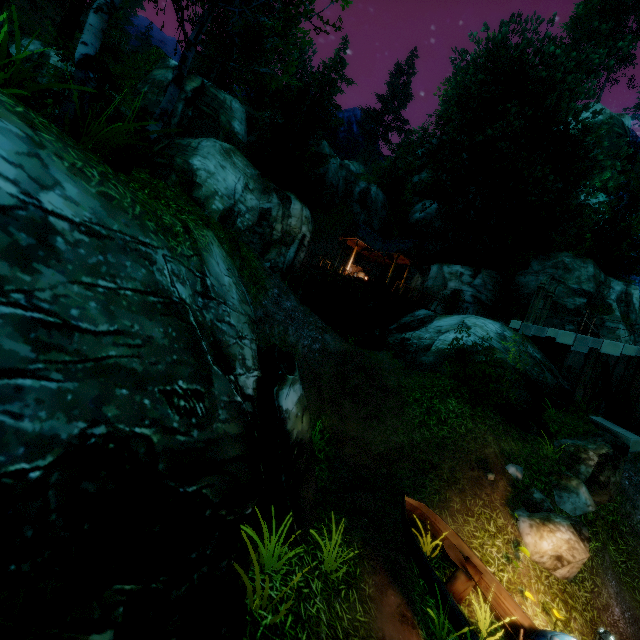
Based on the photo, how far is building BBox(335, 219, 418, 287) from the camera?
24.2 meters

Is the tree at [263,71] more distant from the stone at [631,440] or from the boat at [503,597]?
the stone at [631,440]

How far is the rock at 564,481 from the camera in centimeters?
856cm

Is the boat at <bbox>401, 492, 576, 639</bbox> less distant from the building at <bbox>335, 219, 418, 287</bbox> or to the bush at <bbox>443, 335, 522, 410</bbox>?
the bush at <bbox>443, 335, 522, 410</bbox>

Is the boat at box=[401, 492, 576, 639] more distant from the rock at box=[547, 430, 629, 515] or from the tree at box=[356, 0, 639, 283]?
the tree at box=[356, 0, 639, 283]

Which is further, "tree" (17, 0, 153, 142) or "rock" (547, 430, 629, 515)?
"rock" (547, 430, 629, 515)

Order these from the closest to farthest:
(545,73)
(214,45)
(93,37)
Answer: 1. (93,37)
2. (545,73)
3. (214,45)

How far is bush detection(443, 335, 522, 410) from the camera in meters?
9.5
